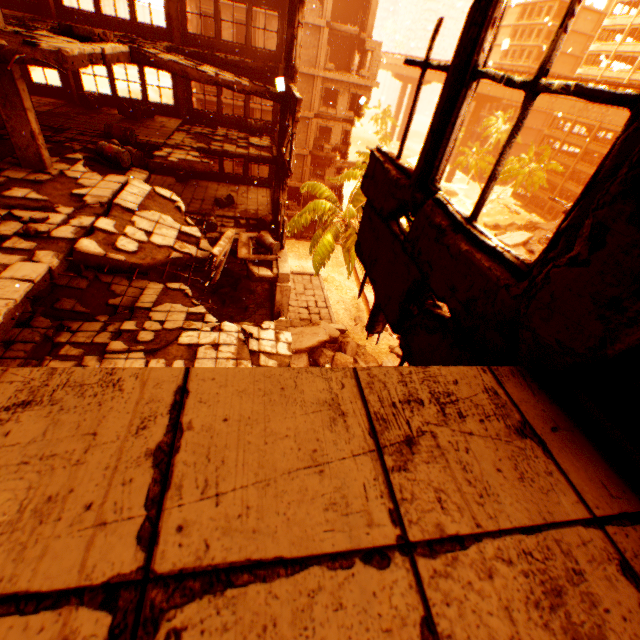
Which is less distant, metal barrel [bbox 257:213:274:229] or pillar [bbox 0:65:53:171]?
pillar [bbox 0:65:53:171]

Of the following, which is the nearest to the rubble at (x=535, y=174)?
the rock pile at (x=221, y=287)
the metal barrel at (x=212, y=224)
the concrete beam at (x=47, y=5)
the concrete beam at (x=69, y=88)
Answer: the rock pile at (x=221, y=287)

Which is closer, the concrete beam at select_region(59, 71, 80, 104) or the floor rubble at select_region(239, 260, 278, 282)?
the floor rubble at select_region(239, 260, 278, 282)

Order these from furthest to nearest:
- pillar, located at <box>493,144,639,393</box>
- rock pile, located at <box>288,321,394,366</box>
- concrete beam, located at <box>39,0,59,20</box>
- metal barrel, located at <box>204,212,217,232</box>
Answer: rock pile, located at <box>288,321,394,366</box>, metal barrel, located at <box>204,212,217,232</box>, concrete beam, located at <box>39,0,59,20</box>, pillar, located at <box>493,144,639,393</box>

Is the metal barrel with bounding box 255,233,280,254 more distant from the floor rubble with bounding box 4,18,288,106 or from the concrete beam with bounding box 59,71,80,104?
the concrete beam with bounding box 59,71,80,104

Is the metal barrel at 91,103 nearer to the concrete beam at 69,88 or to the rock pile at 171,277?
the concrete beam at 69,88

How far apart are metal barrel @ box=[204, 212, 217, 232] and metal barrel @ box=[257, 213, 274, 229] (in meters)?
1.83

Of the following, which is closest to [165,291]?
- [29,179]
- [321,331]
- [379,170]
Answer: [29,179]
